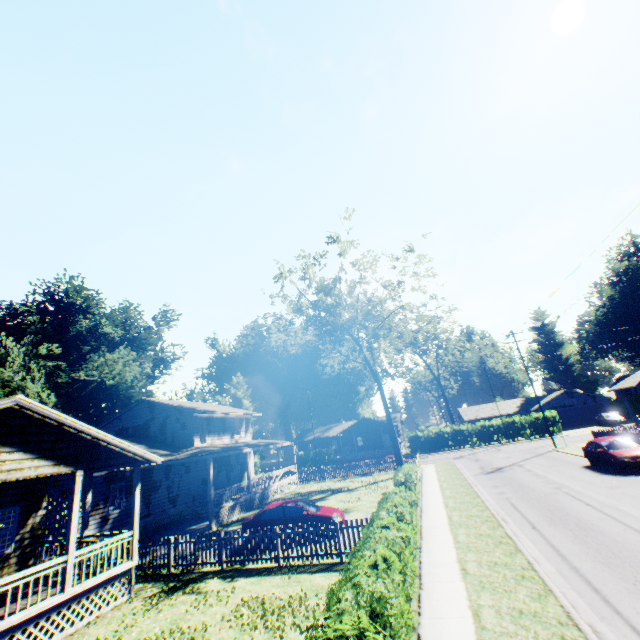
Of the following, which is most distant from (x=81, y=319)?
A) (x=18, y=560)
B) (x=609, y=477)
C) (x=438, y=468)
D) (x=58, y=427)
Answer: (x=609, y=477)

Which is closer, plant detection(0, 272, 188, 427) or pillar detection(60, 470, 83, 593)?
pillar detection(60, 470, 83, 593)

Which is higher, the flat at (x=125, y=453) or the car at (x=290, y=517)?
the flat at (x=125, y=453)

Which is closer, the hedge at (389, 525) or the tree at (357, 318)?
the hedge at (389, 525)

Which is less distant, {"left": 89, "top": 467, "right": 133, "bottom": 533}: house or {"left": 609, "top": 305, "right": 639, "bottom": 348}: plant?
{"left": 89, "top": 467, "right": 133, "bottom": 533}: house

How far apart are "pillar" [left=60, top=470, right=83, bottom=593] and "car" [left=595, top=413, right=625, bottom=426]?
56.7 meters

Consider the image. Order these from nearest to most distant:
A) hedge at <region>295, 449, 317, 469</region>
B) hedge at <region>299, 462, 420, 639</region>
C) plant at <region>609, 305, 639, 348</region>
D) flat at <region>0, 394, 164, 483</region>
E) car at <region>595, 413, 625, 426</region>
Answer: hedge at <region>299, 462, 420, 639</region>, flat at <region>0, 394, 164, 483</region>, car at <region>595, 413, 625, 426</region>, hedge at <region>295, 449, 317, 469</region>, plant at <region>609, 305, 639, 348</region>

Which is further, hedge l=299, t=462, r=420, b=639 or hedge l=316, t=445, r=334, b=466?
hedge l=316, t=445, r=334, b=466
